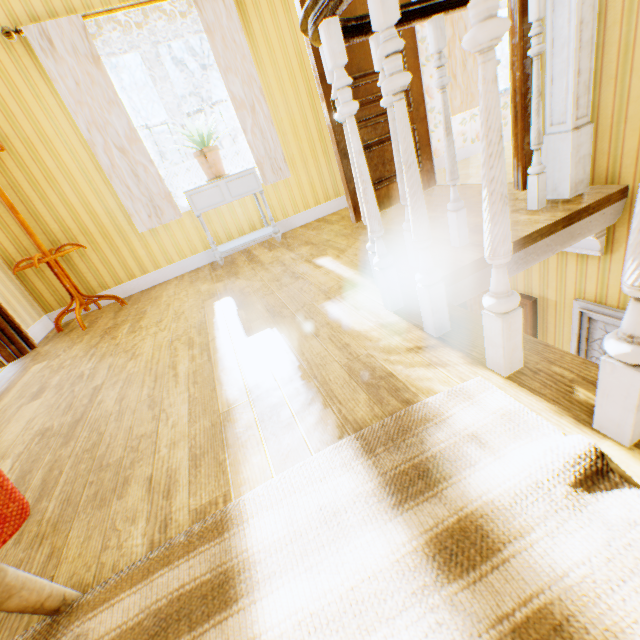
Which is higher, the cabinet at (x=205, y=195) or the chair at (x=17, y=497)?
the cabinet at (x=205, y=195)

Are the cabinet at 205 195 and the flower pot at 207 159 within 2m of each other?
yes

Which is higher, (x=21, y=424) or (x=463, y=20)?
(x=463, y=20)

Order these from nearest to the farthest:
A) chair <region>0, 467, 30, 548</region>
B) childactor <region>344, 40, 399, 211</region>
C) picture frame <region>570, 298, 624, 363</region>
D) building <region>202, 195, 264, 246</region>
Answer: chair <region>0, 467, 30, 548</region>, picture frame <region>570, 298, 624, 363</region>, childactor <region>344, 40, 399, 211</region>, building <region>202, 195, 264, 246</region>

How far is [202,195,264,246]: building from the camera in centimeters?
403cm

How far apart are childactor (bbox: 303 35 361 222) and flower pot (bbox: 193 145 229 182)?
1.14m

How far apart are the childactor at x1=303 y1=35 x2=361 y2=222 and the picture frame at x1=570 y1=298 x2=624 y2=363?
2.0 meters
